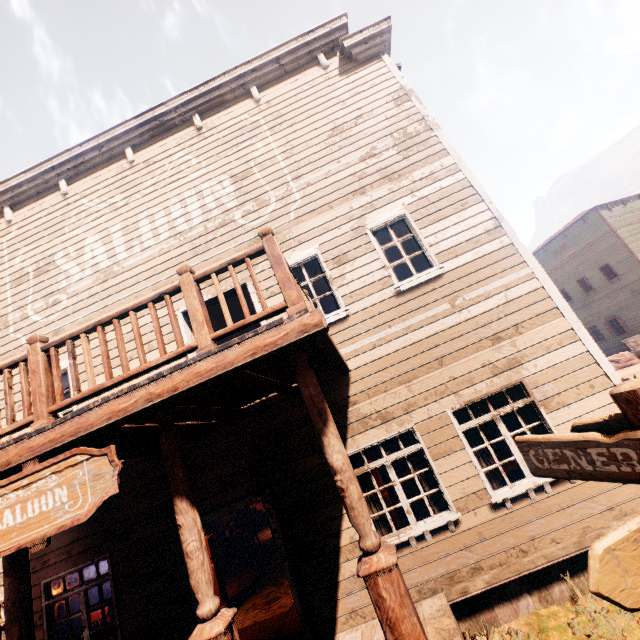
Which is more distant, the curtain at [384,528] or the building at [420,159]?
the curtain at [384,528]

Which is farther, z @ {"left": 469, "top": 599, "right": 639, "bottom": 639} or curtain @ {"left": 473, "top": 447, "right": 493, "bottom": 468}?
curtain @ {"left": 473, "top": 447, "right": 493, "bottom": 468}

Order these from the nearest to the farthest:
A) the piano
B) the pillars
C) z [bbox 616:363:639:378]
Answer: the pillars
the piano
z [bbox 616:363:639:378]

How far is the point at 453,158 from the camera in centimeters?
684cm

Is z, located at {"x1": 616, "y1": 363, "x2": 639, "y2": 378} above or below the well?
below

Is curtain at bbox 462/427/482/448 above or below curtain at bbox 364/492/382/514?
above

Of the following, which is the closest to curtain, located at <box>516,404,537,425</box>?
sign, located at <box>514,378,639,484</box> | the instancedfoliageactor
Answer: sign, located at <box>514,378,639,484</box>

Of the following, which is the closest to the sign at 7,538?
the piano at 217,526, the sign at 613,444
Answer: the sign at 613,444
